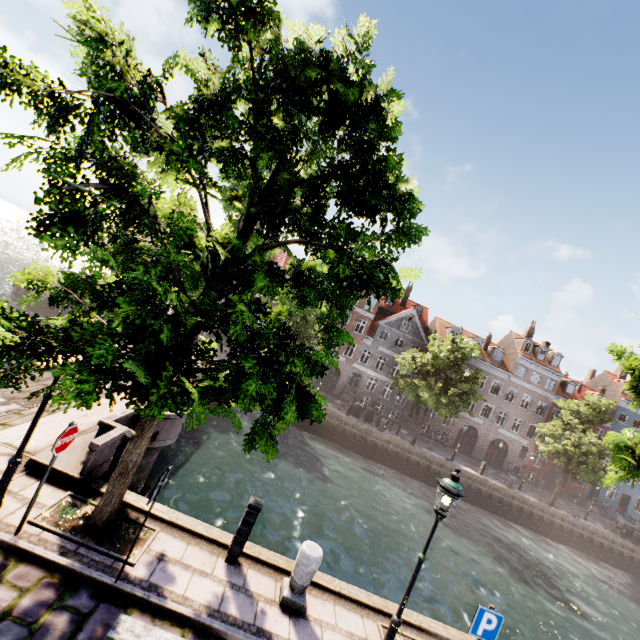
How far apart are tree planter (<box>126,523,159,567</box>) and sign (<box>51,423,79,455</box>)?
1.4 meters

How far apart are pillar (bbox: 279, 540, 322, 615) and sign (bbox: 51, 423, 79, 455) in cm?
474

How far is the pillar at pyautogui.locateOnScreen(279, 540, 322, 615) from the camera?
6.19m

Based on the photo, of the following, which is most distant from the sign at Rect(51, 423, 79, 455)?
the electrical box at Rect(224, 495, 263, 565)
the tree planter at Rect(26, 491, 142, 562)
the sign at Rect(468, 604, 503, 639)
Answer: the sign at Rect(468, 604, 503, 639)

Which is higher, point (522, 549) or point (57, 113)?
point (57, 113)

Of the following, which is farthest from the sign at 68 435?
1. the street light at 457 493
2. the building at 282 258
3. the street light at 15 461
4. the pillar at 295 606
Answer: the building at 282 258

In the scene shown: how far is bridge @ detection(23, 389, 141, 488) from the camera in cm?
682

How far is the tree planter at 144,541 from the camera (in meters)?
5.67
